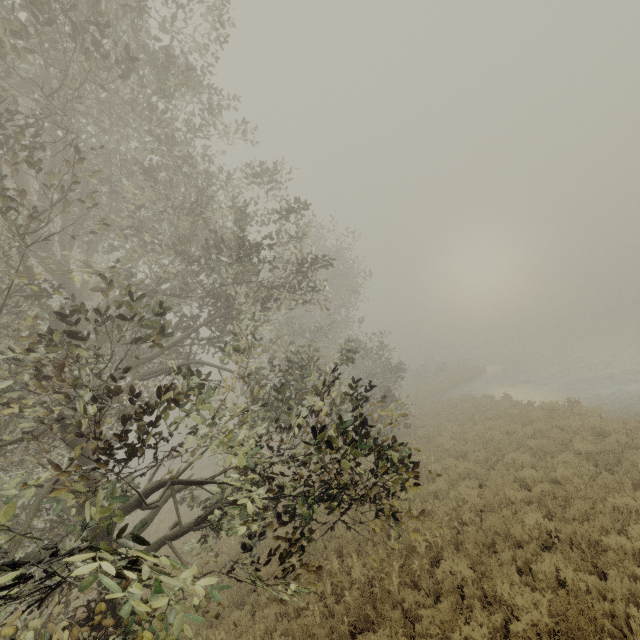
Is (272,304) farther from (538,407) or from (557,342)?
(557,342)
